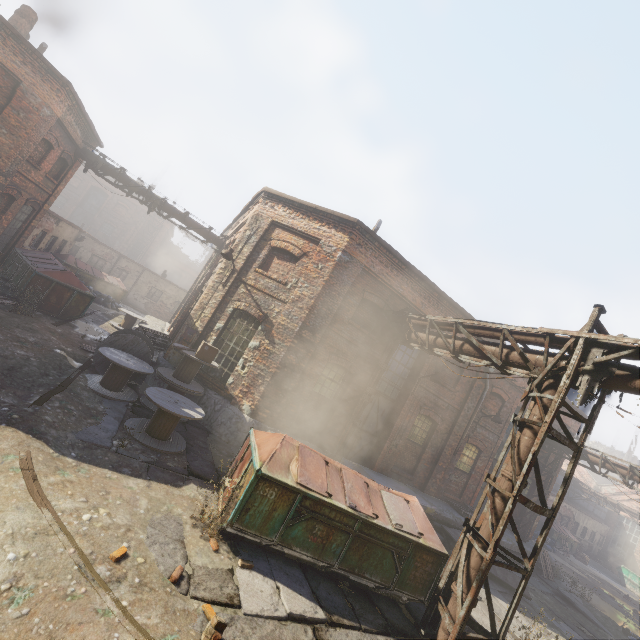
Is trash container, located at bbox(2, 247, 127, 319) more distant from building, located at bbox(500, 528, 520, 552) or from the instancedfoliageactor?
the instancedfoliageactor

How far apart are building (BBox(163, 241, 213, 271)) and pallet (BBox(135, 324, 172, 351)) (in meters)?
49.75

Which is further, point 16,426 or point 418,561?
point 418,561

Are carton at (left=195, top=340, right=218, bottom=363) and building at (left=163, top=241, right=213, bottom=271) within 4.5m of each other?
no

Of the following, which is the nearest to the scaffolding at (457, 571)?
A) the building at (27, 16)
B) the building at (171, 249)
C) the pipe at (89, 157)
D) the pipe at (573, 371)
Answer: the pipe at (573, 371)

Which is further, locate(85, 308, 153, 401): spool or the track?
locate(85, 308, 153, 401): spool

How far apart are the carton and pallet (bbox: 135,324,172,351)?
3.5 meters

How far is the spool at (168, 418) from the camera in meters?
7.4 m
